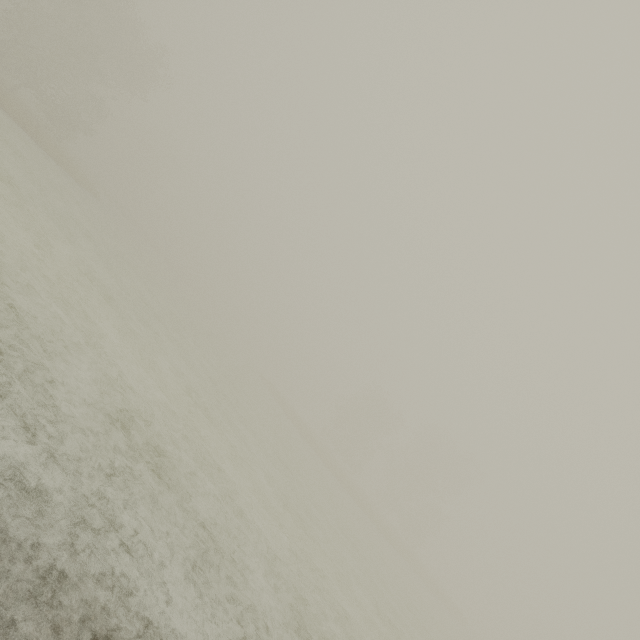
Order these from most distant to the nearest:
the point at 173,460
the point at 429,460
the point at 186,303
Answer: the point at 429,460, the point at 186,303, the point at 173,460
